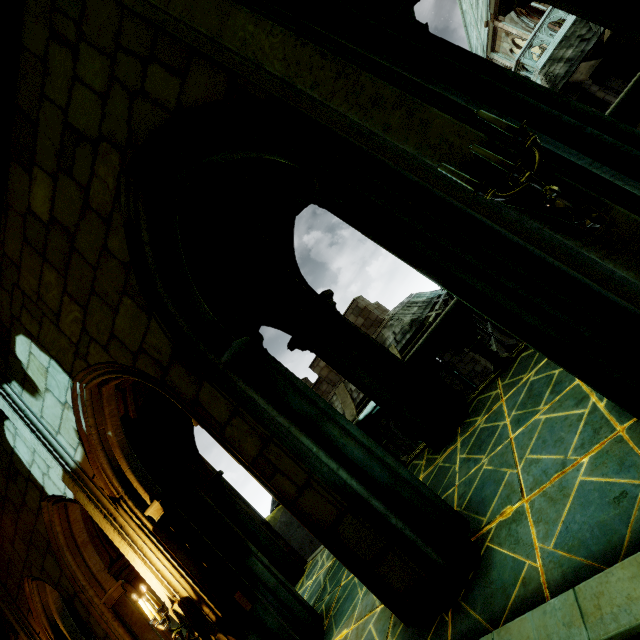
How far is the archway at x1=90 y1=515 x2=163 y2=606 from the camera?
6.1m

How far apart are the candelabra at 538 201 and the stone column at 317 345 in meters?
4.1

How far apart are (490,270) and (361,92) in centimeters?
140cm

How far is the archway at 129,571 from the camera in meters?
6.1 m

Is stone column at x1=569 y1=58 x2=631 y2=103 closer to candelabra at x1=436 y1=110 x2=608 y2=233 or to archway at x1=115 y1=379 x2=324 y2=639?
archway at x1=115 y1=379 x2=324 y2=639

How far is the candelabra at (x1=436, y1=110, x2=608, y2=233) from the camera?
1.59m

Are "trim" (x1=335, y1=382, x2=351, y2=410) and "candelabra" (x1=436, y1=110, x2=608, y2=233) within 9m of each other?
no

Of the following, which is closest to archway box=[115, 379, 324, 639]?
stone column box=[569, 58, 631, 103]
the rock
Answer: the rock
